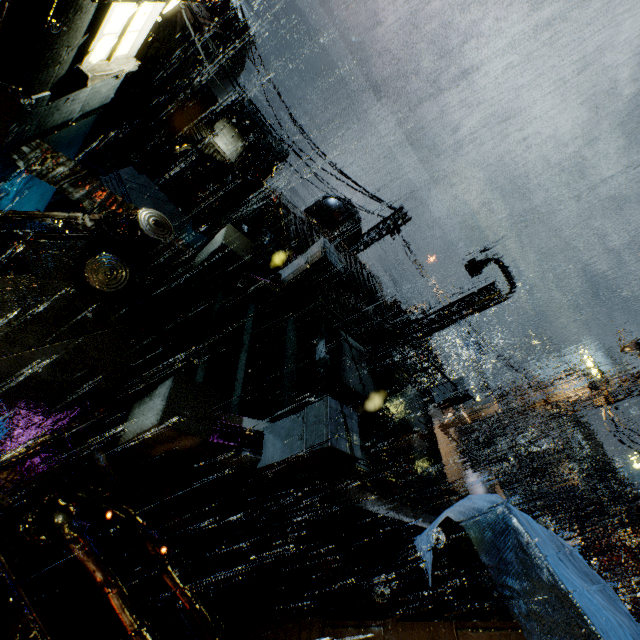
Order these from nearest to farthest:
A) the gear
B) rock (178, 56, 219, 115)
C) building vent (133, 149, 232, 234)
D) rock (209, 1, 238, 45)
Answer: building vent (133, 149, 232, 234) → the gear → rock (178, 56, 219, 115) → rock (209, 1, 238, 45)

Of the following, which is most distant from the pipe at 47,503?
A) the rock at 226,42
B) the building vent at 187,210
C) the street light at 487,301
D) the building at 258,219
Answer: the rock at 226,42

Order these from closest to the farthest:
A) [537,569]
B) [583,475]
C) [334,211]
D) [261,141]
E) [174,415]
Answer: [537,569] → [174,415] → [334,211] → [583,475] → [261,141]

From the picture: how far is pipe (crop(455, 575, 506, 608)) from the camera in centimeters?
1153cm

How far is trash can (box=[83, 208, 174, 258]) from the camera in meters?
6.1

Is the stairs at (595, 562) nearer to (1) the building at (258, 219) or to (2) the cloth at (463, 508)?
(1) the building at (258, 219)

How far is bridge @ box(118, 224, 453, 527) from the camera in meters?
5.4 m

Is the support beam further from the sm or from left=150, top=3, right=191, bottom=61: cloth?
the sm
